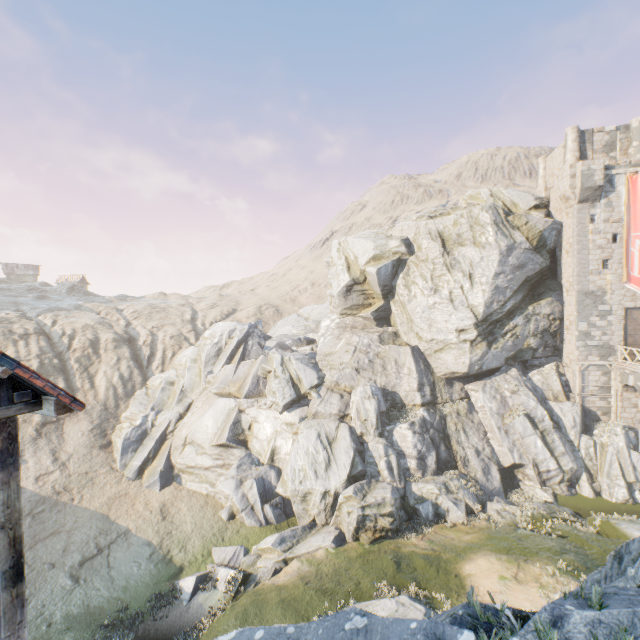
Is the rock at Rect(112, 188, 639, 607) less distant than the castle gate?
Yes

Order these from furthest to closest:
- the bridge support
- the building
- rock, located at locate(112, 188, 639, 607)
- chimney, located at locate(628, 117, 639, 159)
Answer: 1. chimney, located at locate(628, 117, 639, 159)
2. the bridge support
3. rock, located at locate(112, 188, 639, 607)
4. the building

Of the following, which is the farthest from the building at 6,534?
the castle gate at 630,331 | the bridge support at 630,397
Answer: the castle gate at 630,331

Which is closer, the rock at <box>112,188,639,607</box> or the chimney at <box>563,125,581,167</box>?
the rock at <box>112,188,639,607</box>

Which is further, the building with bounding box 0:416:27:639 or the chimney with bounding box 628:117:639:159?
the chimney with bounding box 628:117:639:159

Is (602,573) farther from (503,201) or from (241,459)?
(503,201)

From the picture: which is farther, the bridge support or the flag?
the flag
